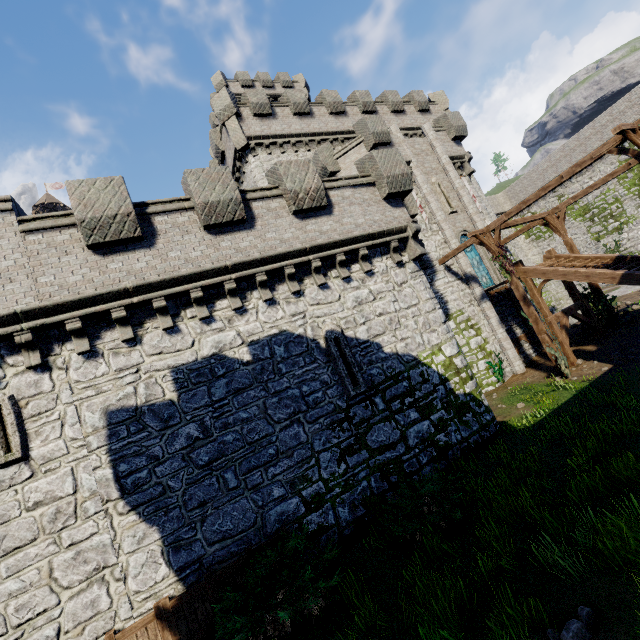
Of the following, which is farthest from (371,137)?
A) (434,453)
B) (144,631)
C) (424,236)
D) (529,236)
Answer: (529,236)

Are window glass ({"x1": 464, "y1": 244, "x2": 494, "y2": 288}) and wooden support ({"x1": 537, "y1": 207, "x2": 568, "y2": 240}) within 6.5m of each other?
yes

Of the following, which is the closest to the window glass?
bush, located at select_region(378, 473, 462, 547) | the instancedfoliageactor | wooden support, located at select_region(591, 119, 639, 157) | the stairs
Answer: the stairs

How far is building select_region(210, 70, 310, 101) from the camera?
35.22m

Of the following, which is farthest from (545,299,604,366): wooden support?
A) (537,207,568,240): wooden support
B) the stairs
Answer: (537,207,568,240): wooden support

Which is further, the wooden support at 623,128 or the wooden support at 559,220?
the wooden support at 559,220

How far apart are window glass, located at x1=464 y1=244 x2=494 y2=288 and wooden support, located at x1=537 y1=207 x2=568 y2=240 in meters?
3.1

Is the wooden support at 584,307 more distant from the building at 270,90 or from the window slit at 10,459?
the building at 270,90
